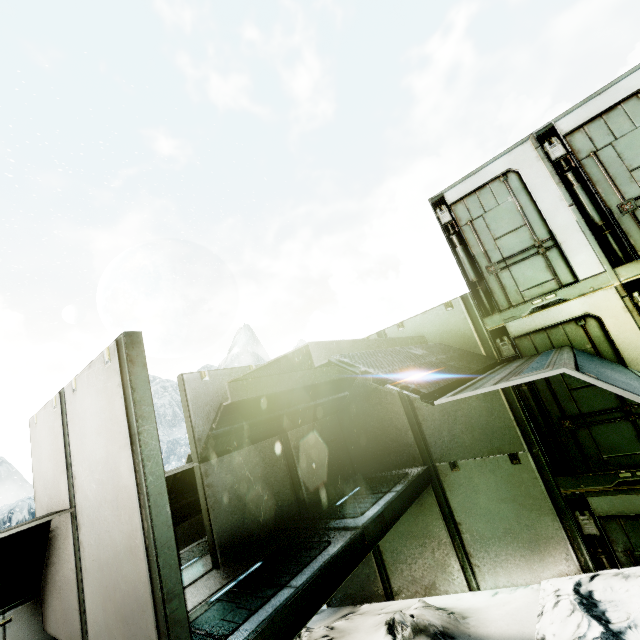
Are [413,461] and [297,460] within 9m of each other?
yes
